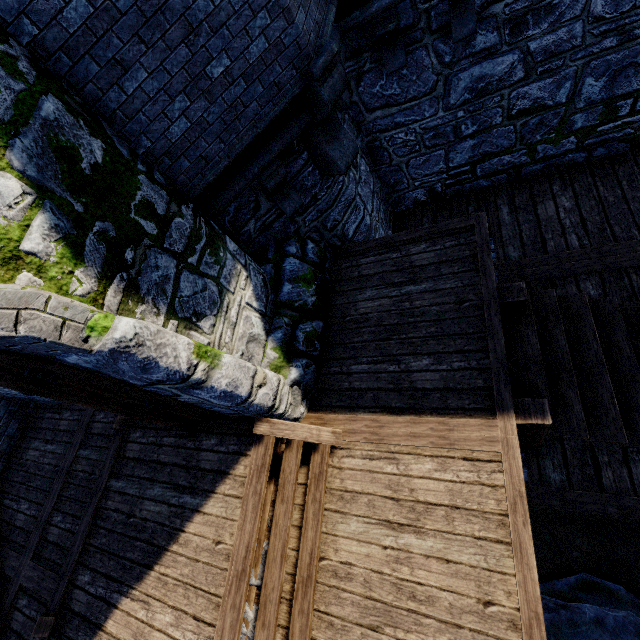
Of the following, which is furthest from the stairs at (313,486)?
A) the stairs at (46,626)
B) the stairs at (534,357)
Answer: the stairs at (46,626)

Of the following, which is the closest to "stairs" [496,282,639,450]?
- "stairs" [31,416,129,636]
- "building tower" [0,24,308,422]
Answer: "building tower" [0,24,308,422]

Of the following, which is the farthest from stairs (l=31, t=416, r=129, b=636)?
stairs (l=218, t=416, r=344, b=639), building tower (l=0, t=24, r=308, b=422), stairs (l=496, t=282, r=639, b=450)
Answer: stairs (l=496, t=282, r=639, b=450)

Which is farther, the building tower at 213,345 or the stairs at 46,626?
the stairs at 46,626

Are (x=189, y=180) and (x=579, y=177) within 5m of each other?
no

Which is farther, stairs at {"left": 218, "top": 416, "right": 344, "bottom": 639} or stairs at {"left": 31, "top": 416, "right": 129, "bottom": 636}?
stairs at {"left": 31, "top": 416, "right": 129, "bottom": 636}

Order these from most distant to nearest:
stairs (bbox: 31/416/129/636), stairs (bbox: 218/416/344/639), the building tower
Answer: stairs (bbox: 31/416/129/636) < stairs (bbox: 218/416/344/639) < the building tower
